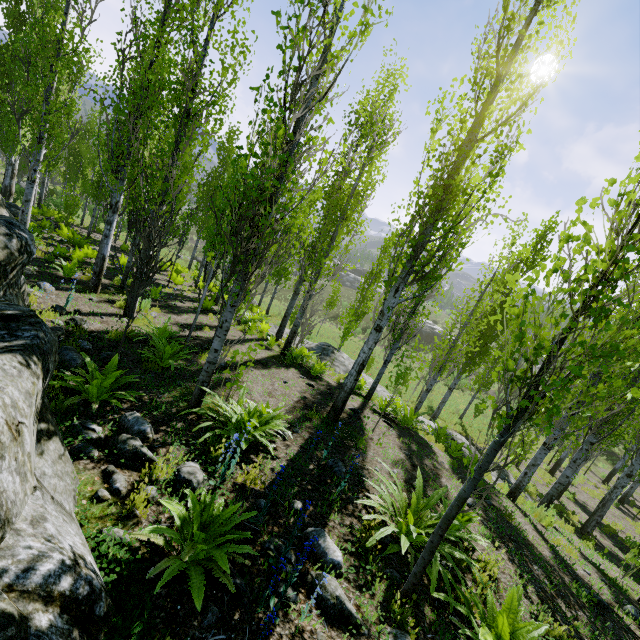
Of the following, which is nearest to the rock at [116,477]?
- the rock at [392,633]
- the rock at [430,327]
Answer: the rock at [392,633]

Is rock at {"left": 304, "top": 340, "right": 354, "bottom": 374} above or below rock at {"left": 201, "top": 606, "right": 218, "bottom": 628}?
below

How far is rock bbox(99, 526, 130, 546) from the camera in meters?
2.7

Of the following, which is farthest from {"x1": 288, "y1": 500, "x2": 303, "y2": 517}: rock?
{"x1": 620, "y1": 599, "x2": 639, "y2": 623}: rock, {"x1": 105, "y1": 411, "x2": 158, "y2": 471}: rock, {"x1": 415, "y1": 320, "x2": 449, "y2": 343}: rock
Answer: {"x1": 415, "y1": 320, "x2": 449, "y2": 343}: rock

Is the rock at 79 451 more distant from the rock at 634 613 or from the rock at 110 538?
the rock at 634 613

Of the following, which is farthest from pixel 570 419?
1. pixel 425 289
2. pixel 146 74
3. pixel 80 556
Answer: pixel 146 74

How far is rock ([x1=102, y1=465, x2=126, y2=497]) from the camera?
3.3m
